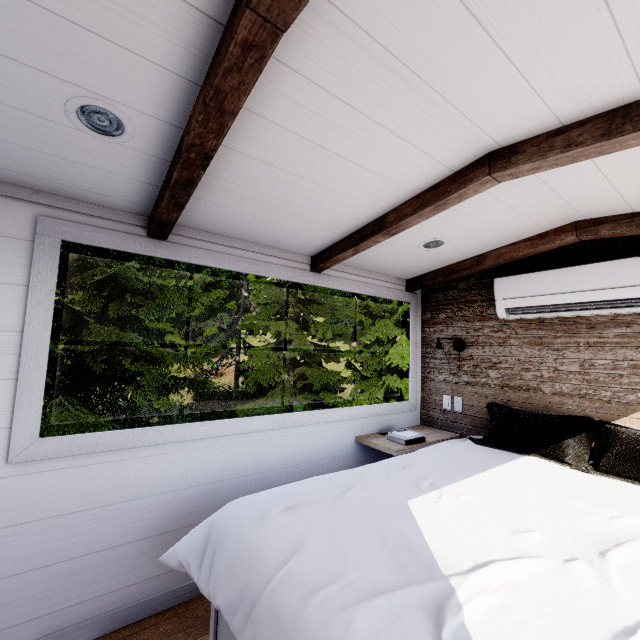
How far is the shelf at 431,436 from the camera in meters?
2.4 m

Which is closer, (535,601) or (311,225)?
(535,601)

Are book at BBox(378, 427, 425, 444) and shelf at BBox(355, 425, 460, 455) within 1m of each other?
yes

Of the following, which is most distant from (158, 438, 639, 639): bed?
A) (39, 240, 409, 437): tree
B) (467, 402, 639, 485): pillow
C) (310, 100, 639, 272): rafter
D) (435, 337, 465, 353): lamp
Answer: (39, 240, 409, 437): tree

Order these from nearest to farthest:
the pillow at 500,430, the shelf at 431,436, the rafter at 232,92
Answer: the rafter at 232,92 → the pillow at 500,430 → the shelf at 431,436

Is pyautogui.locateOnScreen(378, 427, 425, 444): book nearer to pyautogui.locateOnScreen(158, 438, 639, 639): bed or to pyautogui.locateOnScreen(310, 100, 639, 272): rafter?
pyautogui.locateOnScreen(158, 438, 639, 639): bed

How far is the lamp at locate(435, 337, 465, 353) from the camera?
2.8 meters

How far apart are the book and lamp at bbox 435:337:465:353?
0.8m
